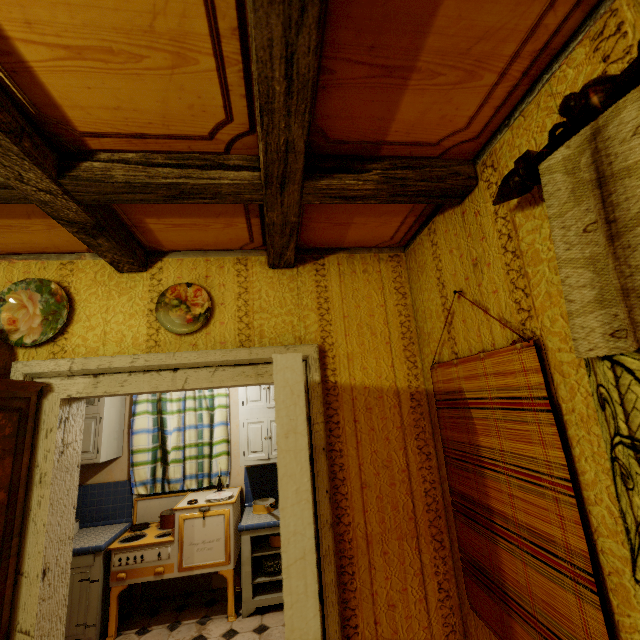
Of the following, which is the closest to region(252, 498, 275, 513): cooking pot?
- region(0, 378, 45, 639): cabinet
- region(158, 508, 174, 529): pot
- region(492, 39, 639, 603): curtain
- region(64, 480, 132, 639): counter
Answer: region(158, 508, 174, 529): pot

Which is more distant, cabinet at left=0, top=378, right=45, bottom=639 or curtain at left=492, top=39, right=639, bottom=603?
cabinet at left=0, top=378, right=45, bottom=639

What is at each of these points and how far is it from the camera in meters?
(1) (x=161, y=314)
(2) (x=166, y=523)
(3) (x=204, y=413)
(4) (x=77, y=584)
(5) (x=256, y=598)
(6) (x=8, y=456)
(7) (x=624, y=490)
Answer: (1) plate, 1.8 m
(2) pot, 3.5 m
(3) curtain, 4.1 m
(4) counter, 3.0 m
(5) counter, 3.2 m
(6) cabinet, 1.4 m
(7) curtain, 0.7 m

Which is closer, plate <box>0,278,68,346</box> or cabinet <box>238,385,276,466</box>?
plate <box>0,278,68,346</box>

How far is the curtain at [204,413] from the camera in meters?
3.8 m

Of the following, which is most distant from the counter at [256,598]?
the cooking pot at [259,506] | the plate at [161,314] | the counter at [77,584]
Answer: the plate at [161,314]

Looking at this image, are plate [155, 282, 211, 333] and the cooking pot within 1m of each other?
no

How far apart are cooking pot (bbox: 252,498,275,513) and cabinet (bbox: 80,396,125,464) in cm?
168
